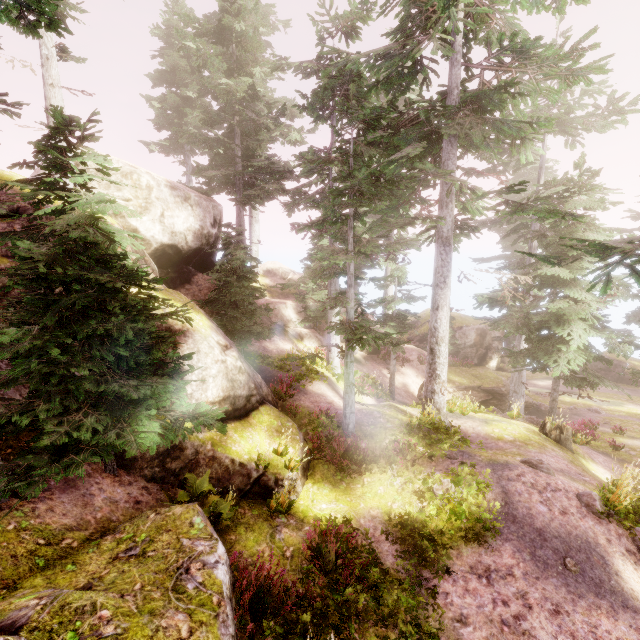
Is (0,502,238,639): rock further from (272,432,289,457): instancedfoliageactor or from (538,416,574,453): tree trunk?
(538,416,574,453): tree trunk

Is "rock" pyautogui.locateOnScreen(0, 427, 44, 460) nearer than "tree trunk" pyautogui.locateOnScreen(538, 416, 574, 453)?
Yes

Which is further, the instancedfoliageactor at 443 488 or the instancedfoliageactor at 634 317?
the instancedfoliageactor at 634 317

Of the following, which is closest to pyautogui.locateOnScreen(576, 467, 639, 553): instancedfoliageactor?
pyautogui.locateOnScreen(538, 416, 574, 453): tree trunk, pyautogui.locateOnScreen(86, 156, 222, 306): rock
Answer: pyautogui.locateOnScreen(86, 156, 222, 306): rock

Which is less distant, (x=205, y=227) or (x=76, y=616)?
(x=76, y=616)

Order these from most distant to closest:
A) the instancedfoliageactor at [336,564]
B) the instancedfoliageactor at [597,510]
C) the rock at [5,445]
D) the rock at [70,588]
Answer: the instancedfoliageactor at [597,510] < the rock at [5,445] < the instancedfoliageactor at [336,564] < the rock at [70,588]

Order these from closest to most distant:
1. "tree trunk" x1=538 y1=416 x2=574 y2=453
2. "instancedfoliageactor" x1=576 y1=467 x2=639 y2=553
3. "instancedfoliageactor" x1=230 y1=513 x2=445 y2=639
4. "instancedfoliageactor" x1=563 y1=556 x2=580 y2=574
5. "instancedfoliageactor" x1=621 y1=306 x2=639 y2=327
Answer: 1. "instancedfoliageactor" x1=230 y1=513 x2=445 y2=639
2. "instancedfoliageactor" x1=563 y1=556 x2=580 y2=574
3. "instancedfoliageactor" x1=576 y1=467 x2=639 y2=553
4. "tree trunk" x1=538 y1=416 x2=574 y2=453
5. "instancedfoliageactor" x1=621 y1=306 x2=639 y2=327

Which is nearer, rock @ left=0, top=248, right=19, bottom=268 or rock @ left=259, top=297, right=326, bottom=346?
rock @ left=0, top=248, right=19, bottom=268
